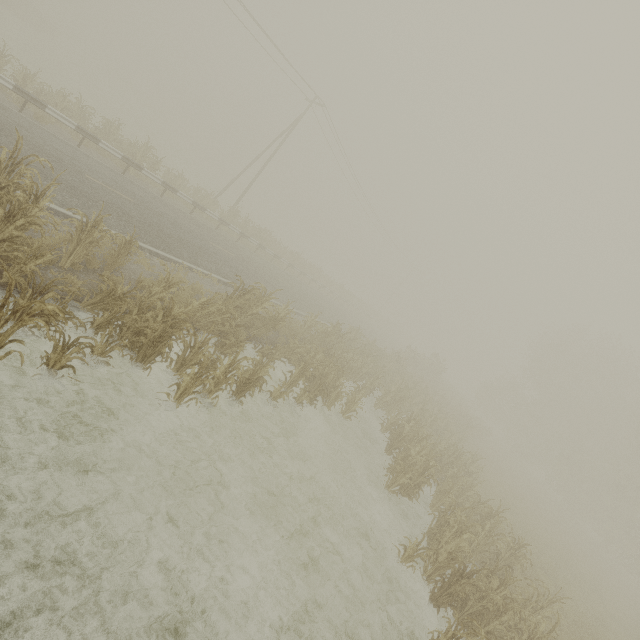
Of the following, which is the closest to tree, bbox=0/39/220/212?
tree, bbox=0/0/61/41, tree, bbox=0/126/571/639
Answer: tree, bbox=0/126/571/639

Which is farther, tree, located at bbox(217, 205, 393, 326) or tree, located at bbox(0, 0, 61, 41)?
tree, located at bbox(0, 0, 61, 41)

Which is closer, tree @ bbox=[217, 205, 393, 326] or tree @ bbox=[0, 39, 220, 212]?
tree @ bbox=[0, 39, 220, 212]

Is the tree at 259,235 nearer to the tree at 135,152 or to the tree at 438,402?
the tree at 135,152

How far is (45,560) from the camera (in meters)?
3.86

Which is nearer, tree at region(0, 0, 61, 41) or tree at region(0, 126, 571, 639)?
tree at region(0, 126, 571, 639)

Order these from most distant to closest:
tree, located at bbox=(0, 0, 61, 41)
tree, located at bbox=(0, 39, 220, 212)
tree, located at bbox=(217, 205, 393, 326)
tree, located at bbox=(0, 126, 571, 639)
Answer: tree, located at bbox=(0, 0, 61, 41) → tree, located at bbox=(217, 205, 393, 326) → tree, located at bbox=(0, 39, 220, 212) → tree, located at bbox=(0, 126, 571, 639)

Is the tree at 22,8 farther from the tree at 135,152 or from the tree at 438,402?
the tree at 438,402
